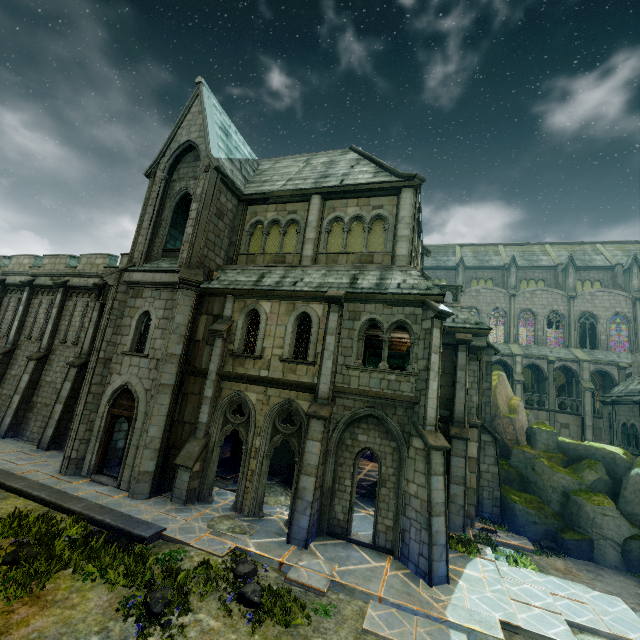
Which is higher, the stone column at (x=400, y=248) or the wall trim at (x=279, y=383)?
the stone column at (x=400, y=248)

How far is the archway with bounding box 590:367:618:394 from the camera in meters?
32.2

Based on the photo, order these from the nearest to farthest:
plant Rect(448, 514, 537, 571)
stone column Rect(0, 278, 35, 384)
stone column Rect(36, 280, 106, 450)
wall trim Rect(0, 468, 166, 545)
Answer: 1. wall trim Rect(0, 468, 166, 545)
2. plant Rect(448, 514, 537, 571)
3. stone column Rect(36, 280, 106, 450)
4. stone column Rect(0, 278, 35, 384)

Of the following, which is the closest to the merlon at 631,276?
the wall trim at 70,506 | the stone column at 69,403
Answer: the wall trim at 70,506

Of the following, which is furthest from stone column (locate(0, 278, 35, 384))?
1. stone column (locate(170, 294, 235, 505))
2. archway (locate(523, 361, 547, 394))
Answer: archway (locate(523, 361, 547, 394))

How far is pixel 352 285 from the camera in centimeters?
1246cm

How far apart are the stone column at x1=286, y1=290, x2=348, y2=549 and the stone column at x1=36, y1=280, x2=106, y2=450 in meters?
13.4

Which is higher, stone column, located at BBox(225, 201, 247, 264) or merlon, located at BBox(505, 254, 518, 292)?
merlon, located at BBox(505, 254, 518, 292)
